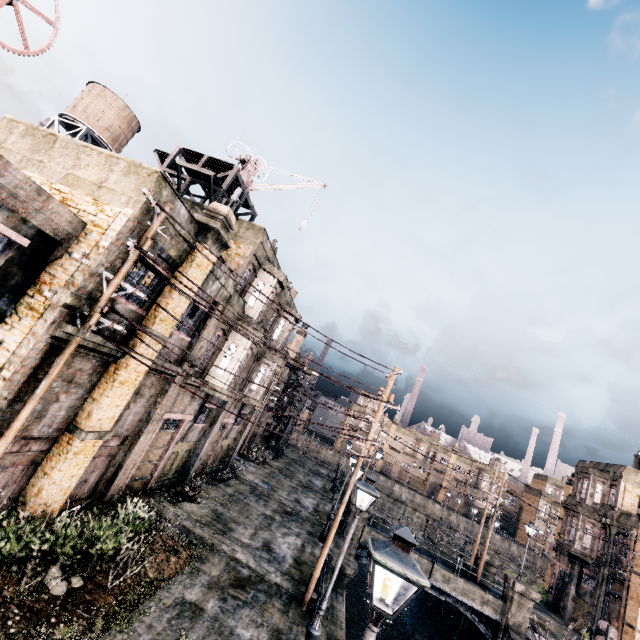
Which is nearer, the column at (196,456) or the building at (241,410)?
the column at (196,456)

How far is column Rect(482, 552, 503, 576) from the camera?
28.8 meters

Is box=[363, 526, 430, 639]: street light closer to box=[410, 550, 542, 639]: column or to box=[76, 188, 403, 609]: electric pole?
box=[76, 188, 403, 609]: electric pole

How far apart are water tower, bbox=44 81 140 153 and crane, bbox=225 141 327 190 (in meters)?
16.27

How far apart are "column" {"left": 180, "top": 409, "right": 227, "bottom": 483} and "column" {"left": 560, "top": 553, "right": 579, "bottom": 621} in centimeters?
4029cm

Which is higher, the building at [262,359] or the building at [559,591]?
the building at [262,359]

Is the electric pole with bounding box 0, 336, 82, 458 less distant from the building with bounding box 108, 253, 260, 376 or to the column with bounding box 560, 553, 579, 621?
the building with bounding box 108, 253, 260, 376

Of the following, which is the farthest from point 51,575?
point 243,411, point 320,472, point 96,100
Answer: point 320,472
